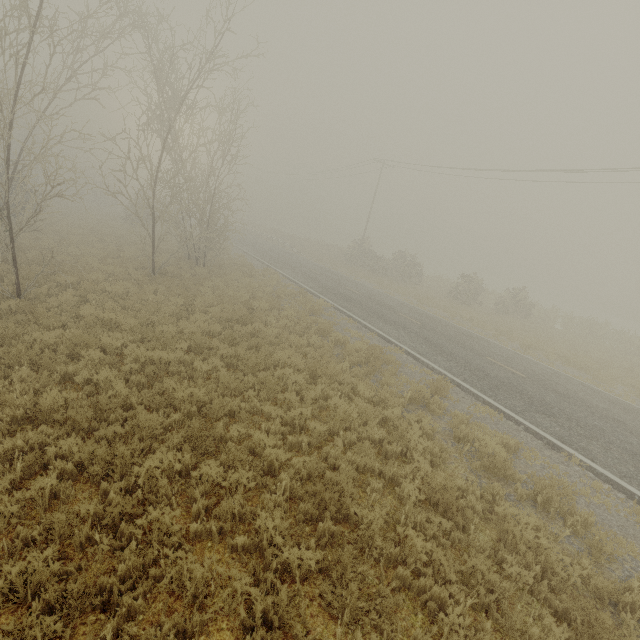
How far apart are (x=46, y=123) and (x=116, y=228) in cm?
4236
